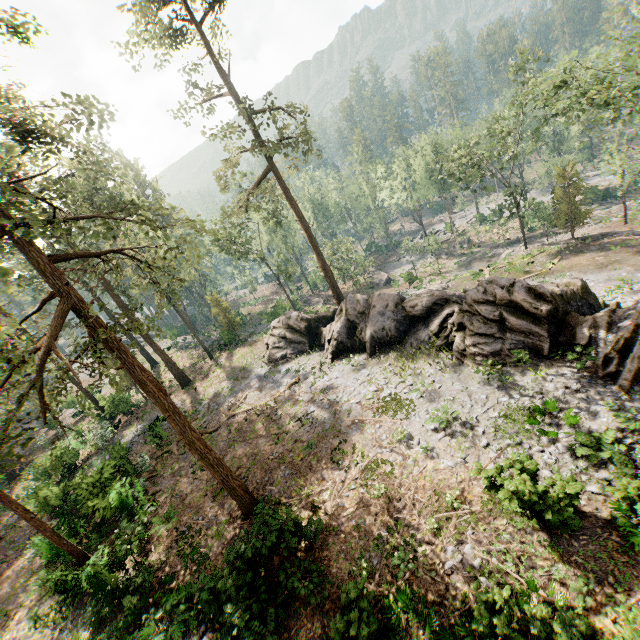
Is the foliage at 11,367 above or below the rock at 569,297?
above

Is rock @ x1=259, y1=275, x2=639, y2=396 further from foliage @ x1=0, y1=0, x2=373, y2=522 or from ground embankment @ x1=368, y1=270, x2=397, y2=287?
ground embankment @ x1=368, y1=270, x2=397, y2=287

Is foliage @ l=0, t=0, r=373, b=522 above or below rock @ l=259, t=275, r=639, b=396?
above

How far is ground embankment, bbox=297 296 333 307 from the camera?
50.7m

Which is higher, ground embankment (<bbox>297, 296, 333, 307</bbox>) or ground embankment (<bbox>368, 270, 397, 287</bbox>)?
ground embankment (<bbox>297, 296, 333, 307</bbox>)

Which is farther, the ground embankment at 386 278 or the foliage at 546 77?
the ground embankment at 386 278

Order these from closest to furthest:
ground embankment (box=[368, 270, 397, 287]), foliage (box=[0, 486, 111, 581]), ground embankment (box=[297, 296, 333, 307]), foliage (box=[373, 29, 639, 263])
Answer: foliage (box=[0, 486, 111, 581]) → foliage (box=[373, 29, 639, 263]) → ground embankment (box=[297, 296, 333, 307]) → ground embankment (box=[368, 270, 397, 287])

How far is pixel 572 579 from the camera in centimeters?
910cm
